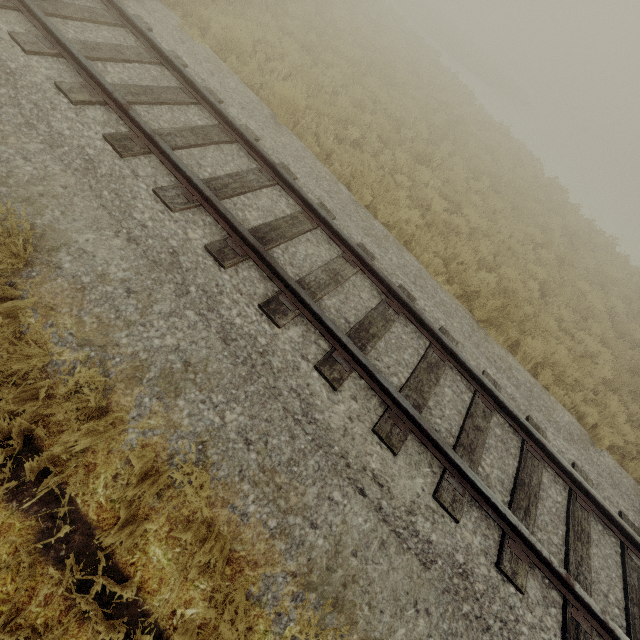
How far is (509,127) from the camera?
19.9m
